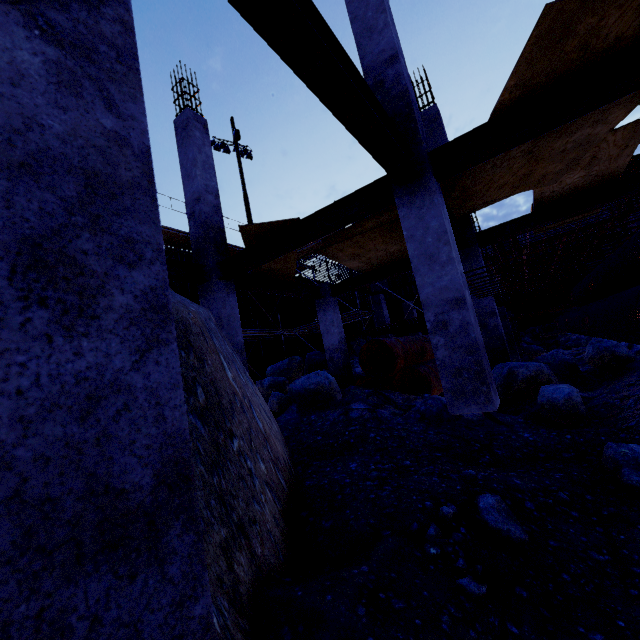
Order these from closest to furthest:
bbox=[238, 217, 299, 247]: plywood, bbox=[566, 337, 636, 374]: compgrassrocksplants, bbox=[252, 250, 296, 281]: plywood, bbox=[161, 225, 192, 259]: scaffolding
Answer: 1. bbox=[238, 217, 299, 247]: plywood
2. bbox=[566, 337, 636, 374]: compgrassrocksplants
3. bbox=[252, 250, 296, 281]: plywood
4. bbox=[161, 225, 192, 259]: scaffolding

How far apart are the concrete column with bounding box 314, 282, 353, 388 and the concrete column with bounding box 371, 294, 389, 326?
4.4m

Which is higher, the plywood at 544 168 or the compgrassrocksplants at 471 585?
the plywood at 544 168

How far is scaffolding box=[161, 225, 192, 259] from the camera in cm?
1200

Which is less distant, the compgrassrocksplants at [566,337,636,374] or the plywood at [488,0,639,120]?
the plywood at [488,0,639,120]

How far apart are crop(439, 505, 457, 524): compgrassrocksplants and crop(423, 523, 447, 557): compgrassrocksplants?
0.2m

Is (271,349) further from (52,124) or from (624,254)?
(52,124)

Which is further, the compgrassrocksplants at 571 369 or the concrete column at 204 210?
the concrete column at 204 210
